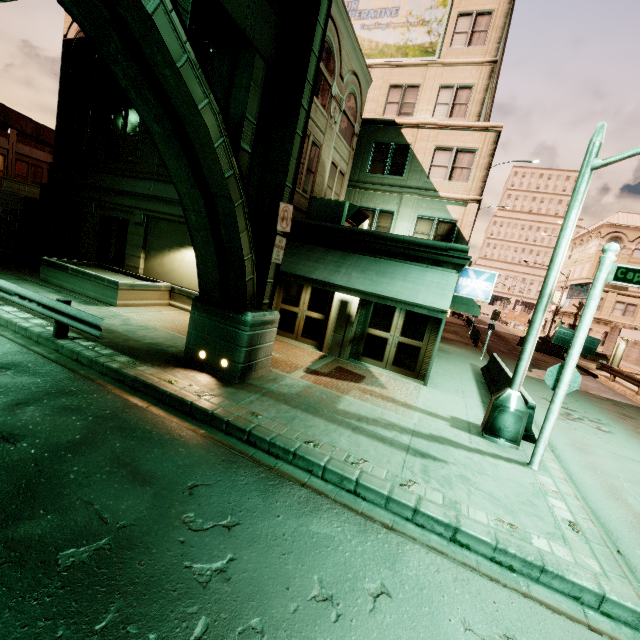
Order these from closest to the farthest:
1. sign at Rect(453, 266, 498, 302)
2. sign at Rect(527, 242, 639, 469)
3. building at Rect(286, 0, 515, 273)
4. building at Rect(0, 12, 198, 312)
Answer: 1. sign at Rect(527, 242, 639, 469)
2. sign at Rect(453, 266, 498, 302)
3. building at Rect(286, 0, 515, 273)
4. building at Rect(0, 12, 198, 312)

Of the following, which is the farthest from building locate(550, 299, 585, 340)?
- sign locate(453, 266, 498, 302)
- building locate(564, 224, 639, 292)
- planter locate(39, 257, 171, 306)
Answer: planter locate(39, 257, 171, 306)

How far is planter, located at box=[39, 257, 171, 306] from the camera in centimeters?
1243cm

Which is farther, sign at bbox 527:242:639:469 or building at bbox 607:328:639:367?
building at bbox 607:328:639:367

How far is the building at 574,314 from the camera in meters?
40.5 m

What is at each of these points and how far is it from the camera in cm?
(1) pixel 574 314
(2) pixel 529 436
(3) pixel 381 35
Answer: (1) building, 4053
(2) barrier, 812
(3) sign, 1817

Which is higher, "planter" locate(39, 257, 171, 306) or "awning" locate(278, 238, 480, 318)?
"awning" locate(278, 238, 480, 318)

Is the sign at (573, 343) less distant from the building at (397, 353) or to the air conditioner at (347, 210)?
the building at (397, 353)
